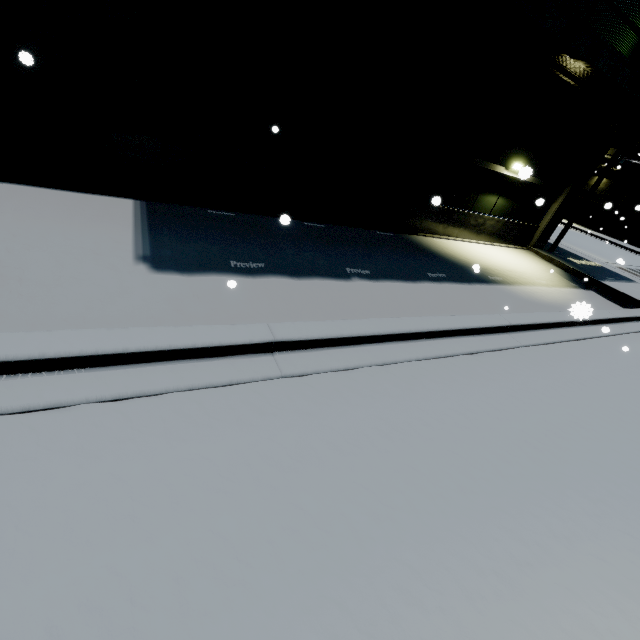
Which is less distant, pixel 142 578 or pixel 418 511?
pixel 142 578

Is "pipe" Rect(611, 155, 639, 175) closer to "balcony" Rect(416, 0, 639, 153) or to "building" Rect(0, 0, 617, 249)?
"building" Rect(0, 0, 617, 249)

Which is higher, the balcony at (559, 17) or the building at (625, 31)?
the building at (625, 31)

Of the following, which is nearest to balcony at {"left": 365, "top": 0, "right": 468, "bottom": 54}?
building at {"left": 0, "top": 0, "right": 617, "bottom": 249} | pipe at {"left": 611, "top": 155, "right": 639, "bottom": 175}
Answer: building at {"left": 0, "top": 0, "right": 617, "bottom": 249}

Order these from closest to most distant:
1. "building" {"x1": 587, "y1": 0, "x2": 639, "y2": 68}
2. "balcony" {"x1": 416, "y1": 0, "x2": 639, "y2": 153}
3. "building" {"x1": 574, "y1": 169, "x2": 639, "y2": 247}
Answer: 1. "balcony" {"x1": 416, "y1": 0, "x2": 639, "y2": 153}
2. "building" {"x1": 587, "y1": 0, "x2": 639, "y2": 68}
3. "building" {"x1": 574, "y1": 169, "x2": 639, "y2": 247}

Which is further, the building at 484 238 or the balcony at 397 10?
the balcony at 397 10
